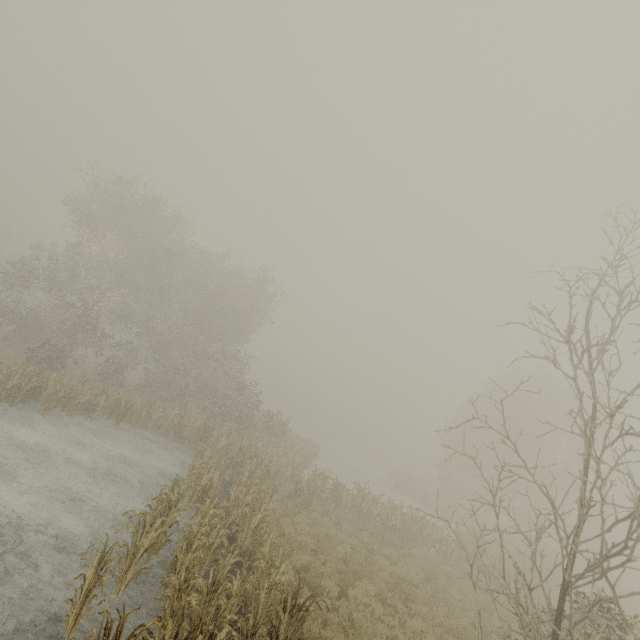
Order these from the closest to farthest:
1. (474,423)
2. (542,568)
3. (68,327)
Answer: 1. (542,568)
2. (68,327)
3. (474,423)
